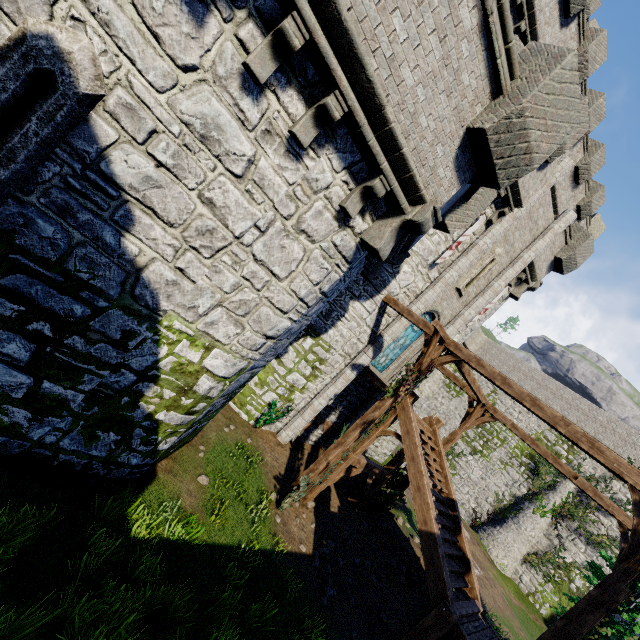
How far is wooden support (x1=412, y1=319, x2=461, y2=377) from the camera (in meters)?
10.01

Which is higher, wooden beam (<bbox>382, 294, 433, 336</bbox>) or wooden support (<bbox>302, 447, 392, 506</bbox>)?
wooden beam (<bbox>382, 294, 433, 336</bbox>)

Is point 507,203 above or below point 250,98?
above

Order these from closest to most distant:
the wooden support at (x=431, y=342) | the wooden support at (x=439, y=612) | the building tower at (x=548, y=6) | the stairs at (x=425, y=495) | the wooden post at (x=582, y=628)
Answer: the wooden post at (x=582, y=628) → the wooden support at (x=439, y=612) → the stairs at (x=425, y=495) → the wooden support at (x=431, y=342) → the building tower at (x=548, y=6)

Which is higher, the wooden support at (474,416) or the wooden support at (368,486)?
the wooden support at (474,416)

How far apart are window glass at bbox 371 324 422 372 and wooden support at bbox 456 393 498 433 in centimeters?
314cm

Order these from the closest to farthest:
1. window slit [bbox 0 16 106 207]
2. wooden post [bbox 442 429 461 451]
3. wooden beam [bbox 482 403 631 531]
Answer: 1. window slit [bbox 0 16 106 207]
2. wooden beam [bbox 482 403 631 531]
3. wooden post [bbox 442 429 461 451]

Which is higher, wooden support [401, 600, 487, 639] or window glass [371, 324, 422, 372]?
window glass [371, 324, 422, 372]
